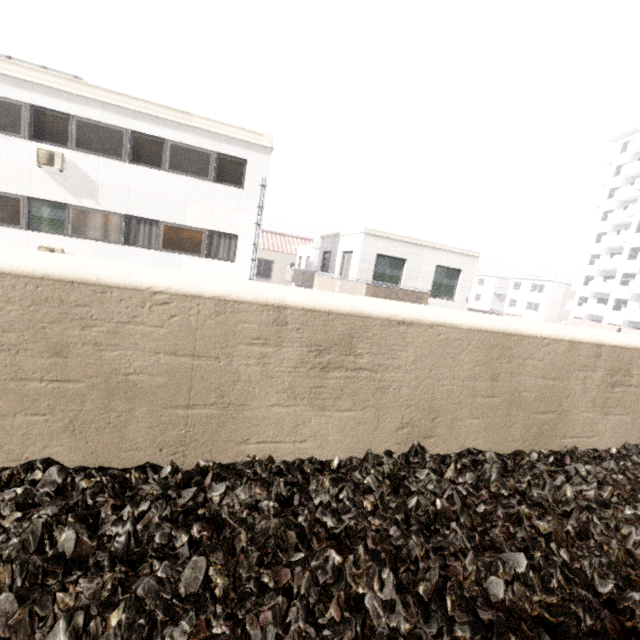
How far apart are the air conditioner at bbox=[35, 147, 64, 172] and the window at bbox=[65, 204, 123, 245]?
0.97m

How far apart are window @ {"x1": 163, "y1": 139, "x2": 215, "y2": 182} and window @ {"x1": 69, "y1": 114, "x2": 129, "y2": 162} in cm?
106

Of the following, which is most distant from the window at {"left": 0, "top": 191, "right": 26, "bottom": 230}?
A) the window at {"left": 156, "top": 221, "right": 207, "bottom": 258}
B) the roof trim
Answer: the window at {"left": 156, "top": 221, "right": 207, "bottom": 258}

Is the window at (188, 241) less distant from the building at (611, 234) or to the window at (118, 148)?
the window at (118, 148)

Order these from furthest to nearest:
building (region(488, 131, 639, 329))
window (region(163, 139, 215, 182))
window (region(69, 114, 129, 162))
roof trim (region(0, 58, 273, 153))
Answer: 1. building (region(488, 131, 639, 329))
2. window (region(163, 139, 215, 182))
3. window (region(69, 114, 129, 162))
4. roof trim (region(0, 58, 273, 153))

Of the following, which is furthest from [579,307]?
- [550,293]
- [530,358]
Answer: [530,358]

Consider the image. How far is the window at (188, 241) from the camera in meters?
12.6

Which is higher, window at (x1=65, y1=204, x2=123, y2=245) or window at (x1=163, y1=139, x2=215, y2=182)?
window at (x1=163, y1=139, x2=215, y2=182)
